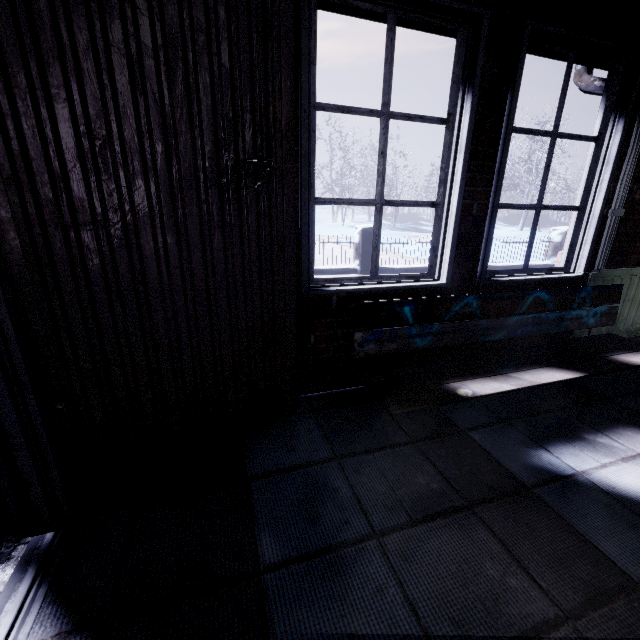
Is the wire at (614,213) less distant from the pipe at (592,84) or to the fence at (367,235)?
the pipe at (592,84)

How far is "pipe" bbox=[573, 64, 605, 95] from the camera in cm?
211

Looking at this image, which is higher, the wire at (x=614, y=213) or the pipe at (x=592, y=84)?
the pipe at (x=592, y=84)

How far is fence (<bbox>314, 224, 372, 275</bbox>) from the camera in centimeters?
616cm

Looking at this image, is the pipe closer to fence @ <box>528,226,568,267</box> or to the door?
the door

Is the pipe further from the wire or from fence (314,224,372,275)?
fence (314,224,372,275)

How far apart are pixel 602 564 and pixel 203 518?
1.3m
